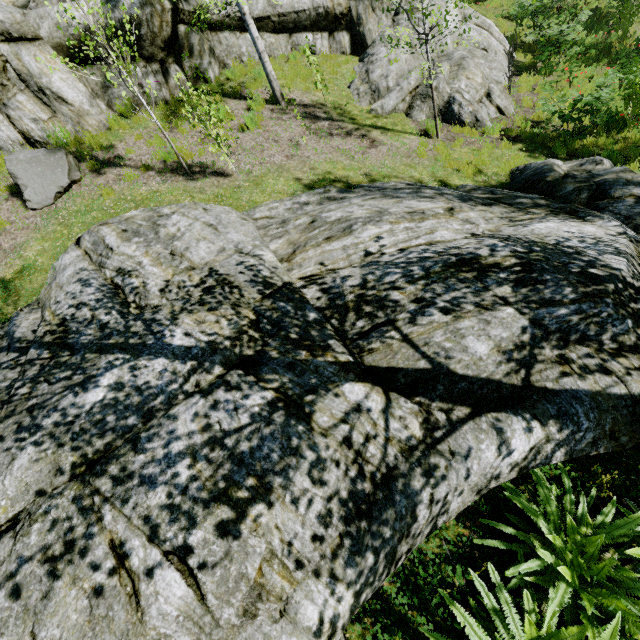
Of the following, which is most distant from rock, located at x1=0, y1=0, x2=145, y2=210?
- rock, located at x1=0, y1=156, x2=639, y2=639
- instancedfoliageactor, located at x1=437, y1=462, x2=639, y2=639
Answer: instancedfoliageactor, located at x1=437, y1=462, x2=639, y2=639

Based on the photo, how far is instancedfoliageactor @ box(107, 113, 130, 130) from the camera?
8.71m

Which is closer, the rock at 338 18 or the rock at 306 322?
the rock at 306 322

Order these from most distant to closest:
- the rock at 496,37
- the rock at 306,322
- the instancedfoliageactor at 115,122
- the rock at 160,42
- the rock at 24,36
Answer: the rock at 496,37, the instancedfoliageactor at 115,122, the rock at 160,42, the rock at 24,36, the rock at 306,322

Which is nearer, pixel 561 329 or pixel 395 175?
pixel 561 329

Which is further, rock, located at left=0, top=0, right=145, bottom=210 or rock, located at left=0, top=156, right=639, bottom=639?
rock, located at left=0, top=0, right=145, bottom=210

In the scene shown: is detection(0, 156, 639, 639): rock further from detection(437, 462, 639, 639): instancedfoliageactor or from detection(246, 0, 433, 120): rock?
detection(246, 0, 433, 120): rock

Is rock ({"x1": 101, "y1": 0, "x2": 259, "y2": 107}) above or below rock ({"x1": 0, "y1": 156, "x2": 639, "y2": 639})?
above
